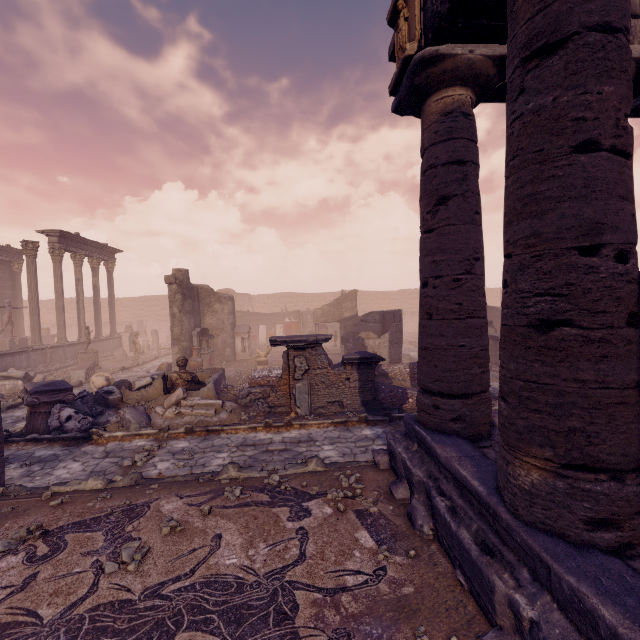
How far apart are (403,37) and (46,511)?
8.9m

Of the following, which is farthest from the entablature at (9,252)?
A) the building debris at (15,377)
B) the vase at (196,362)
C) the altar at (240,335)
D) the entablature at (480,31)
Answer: the entablature at (480,31)

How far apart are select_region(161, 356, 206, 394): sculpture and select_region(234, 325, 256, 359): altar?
8.6 meters

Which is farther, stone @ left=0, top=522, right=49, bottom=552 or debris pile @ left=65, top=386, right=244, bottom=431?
debris pile @ left=65, top=386, right=244, bottom=431

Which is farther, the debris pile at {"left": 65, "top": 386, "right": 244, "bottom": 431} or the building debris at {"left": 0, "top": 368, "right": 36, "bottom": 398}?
the building debris at {"left": 0, "top": 368, "right": 36, "bottom": 398}

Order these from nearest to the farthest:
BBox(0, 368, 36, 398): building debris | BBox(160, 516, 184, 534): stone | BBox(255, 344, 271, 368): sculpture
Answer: BBox(160, 516, 184, 534): stone
BBox(0, 368, 36, 398): building debris
BBox(255, 344, 271, 368): sculpture

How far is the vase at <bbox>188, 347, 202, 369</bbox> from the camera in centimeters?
1553cm

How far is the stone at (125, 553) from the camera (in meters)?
3.51
